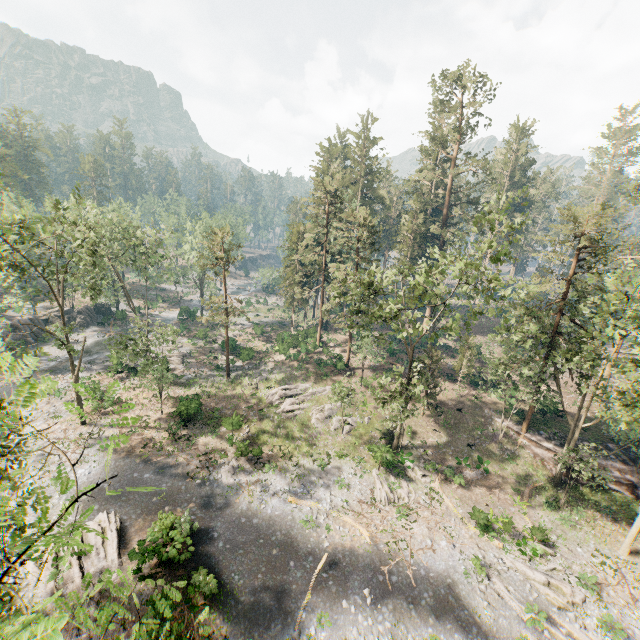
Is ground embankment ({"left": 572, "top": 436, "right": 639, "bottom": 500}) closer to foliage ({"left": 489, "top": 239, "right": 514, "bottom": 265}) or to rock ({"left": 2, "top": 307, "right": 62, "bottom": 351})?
foliage ({"left": 489, "top": 239, "right": 514, "bottom": 265})

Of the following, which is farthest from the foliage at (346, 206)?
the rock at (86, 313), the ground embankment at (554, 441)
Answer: the rock at (86, 313)

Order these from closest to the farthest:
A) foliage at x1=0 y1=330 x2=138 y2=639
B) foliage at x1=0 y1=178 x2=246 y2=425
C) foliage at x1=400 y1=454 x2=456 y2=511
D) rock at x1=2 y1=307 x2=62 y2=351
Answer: foliage at x1=0 y1=330 x2=138 y2=639 < foliage at x1=0 y1=178 x2=246 y2=425 < foliage at x1=400 y1=454 x2=456 y2=511 < rock at x1=2 y1=307 x2=62 y2=351

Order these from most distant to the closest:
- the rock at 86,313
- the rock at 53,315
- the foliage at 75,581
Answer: the rock at 86,313 < the rock at 53,315 < the foliage at 75,581

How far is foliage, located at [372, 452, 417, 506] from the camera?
25.3m

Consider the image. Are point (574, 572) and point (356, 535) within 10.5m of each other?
no

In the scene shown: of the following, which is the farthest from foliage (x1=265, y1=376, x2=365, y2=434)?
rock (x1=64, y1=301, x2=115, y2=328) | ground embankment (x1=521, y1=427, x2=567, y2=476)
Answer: rock (x1=64, y1=301, x2=115, y2=328)
